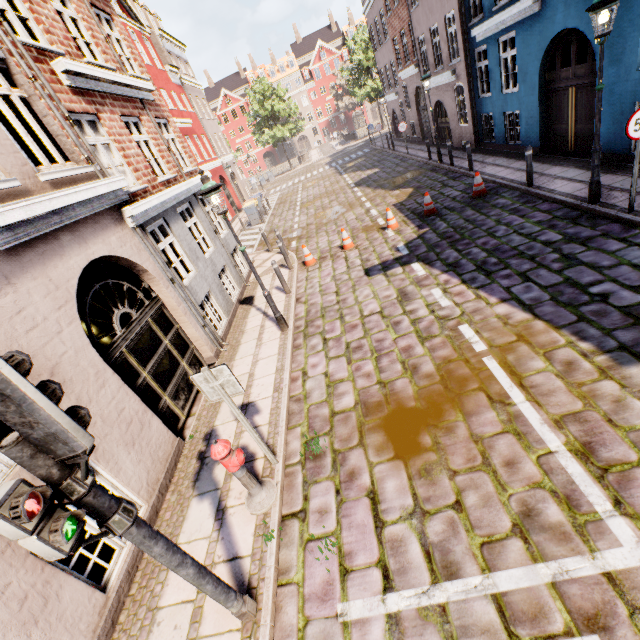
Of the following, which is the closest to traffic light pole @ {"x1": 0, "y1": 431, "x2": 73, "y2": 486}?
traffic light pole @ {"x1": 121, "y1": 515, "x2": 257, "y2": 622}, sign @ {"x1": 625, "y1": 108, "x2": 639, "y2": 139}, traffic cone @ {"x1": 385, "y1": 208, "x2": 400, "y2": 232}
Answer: traffic light pole @ {"x1": 121, "y1": 515, "x2": 257, "y2": 622}

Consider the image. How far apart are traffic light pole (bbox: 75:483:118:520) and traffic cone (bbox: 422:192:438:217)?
11.06m

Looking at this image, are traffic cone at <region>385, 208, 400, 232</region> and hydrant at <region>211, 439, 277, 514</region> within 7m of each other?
no

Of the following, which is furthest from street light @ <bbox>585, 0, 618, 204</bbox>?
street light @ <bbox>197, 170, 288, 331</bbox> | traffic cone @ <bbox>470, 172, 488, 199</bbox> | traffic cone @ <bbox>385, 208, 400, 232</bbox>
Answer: street light @ <bbox>197, 170, 288, 331</bbox>

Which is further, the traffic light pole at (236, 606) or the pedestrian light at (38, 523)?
the traffic light pole at (236, 606)

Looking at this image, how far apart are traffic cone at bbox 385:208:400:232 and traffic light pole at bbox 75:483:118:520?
10.6m

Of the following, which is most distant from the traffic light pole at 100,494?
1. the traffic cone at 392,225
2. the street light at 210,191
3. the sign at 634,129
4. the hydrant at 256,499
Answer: the traffic cone at 392,225

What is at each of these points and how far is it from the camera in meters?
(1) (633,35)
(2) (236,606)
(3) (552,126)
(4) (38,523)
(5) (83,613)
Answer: (1) building, 7.2 m
(2) traffic light pole, 3.1 m
(3) building, 10.9 m
(4) pedestrian light, 1.8 m
(5) building, 3.5 m
